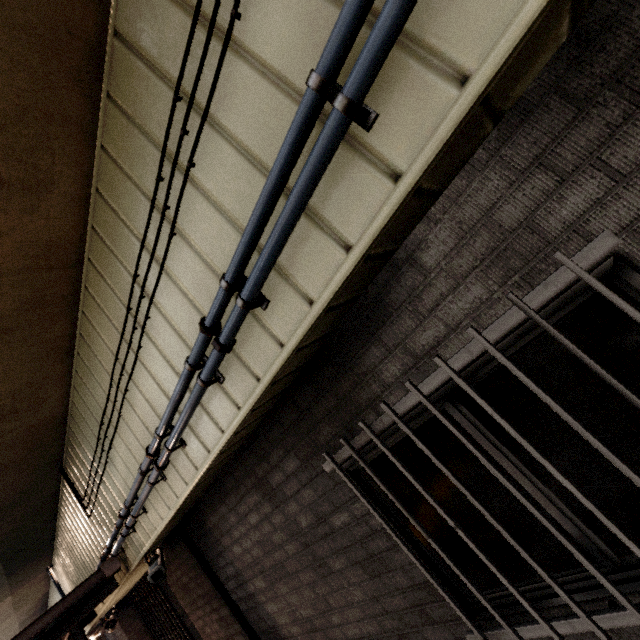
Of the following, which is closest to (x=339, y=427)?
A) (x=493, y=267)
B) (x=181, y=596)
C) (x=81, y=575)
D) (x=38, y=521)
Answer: (x=493, y=267)

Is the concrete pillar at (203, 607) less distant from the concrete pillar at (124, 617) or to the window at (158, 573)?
the window at (158, 573)

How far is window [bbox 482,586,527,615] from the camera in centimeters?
165cm

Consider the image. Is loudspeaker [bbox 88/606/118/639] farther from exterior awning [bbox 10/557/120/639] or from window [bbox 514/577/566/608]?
window [bbox 514/577/566/608]

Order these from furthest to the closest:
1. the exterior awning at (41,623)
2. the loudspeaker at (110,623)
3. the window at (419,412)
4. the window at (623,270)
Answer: the loudspeaker at (110,623)
the exterior awning at (41,623)
the window at (419,412)
the window at (623,270)

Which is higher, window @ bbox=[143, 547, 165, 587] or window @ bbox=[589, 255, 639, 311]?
window @ bbox=[143, 547, 165, 587]

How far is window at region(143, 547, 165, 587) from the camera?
3.5m

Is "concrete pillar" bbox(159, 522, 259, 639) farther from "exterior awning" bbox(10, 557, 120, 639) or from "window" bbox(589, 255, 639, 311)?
"window" bbox(589, 255, 639, 311)
